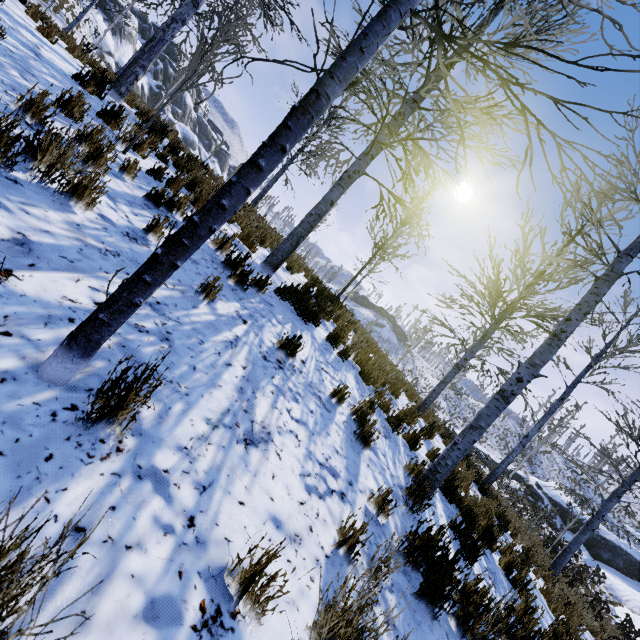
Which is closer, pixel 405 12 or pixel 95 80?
pixel 405 12

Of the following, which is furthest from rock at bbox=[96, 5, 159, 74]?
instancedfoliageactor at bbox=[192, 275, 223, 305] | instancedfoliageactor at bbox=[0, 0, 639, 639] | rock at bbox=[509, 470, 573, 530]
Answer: rock at bbox=[509, 470, 573, 530]

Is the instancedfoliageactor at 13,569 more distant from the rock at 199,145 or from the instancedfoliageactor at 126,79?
the rock at 199,145

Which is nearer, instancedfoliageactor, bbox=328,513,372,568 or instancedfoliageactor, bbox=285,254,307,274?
instancedfoliageactor, bbox=328,513,372,568

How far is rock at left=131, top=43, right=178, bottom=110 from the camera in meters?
41.7

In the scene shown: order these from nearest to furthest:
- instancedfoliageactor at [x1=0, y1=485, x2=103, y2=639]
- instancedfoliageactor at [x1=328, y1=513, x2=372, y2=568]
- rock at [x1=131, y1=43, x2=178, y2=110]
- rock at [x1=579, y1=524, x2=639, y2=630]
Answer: instancedfoliageactor at [x1=0, y1=485, x2=103, y2=639] → instancedfoliageactor at [x1=328, y1=513, x2=372, y2=568] → rock at [x1=579, y1=524, x2=639, y2=630] → rock at [x1=131, y1=43, x2=178, y2=110]

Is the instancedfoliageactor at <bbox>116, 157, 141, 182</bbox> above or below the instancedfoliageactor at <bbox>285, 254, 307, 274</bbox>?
below

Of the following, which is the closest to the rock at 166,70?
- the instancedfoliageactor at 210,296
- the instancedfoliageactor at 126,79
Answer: the instancedfoliageactor at 126,79
